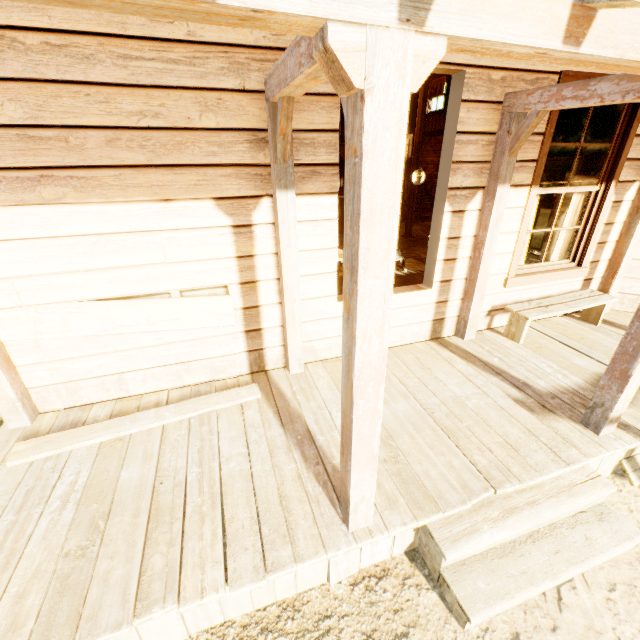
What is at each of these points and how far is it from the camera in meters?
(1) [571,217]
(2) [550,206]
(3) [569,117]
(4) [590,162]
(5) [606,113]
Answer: (1) curtain, 4.6 m
(2) building, 8.6 m
(3) curtain, 3.8 m
(4) building, 5.1 m
(5) curtain, 4.0 m

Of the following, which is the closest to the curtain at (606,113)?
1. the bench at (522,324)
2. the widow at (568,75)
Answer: the widow at (568,75)

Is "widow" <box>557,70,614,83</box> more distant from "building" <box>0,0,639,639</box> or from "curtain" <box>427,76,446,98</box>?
"curtain" <box>427,76,446,98</box>

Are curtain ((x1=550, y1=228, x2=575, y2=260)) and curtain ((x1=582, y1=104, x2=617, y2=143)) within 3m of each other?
yes

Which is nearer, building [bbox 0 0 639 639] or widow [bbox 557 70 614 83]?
building [bbox 0 0 639 639]

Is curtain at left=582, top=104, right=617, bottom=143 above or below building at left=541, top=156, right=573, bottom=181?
above

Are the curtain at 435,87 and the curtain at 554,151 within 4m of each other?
no

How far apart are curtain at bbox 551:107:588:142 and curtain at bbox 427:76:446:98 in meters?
9.4 m
